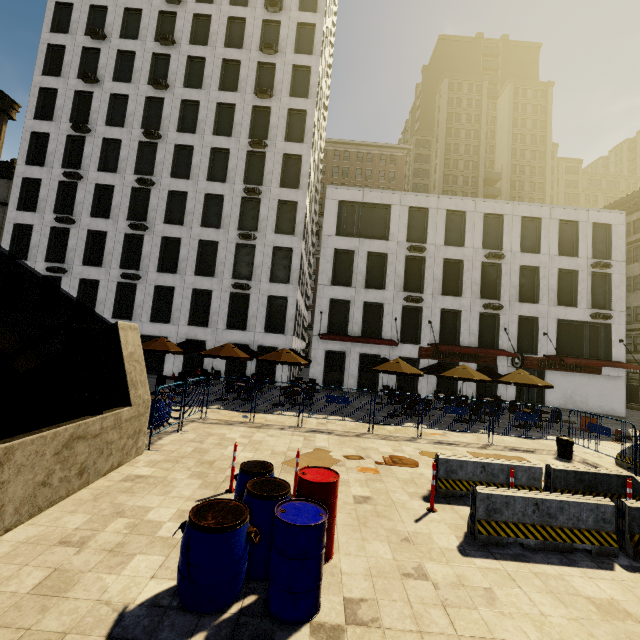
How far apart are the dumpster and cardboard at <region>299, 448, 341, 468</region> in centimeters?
831cm

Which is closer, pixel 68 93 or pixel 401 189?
pixel 68 93

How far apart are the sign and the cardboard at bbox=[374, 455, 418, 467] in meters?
15.4 m

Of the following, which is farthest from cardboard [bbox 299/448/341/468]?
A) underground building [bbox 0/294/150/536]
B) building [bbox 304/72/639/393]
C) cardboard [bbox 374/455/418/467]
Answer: building [bbox 304/72/639/393]

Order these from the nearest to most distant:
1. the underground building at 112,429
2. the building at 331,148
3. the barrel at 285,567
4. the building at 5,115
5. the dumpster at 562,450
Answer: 1. the barrel at 285,567
2. the underground building at 112,429
3. the dumpster at 562,450
4. the building at 331,148
5. the building at 5,115

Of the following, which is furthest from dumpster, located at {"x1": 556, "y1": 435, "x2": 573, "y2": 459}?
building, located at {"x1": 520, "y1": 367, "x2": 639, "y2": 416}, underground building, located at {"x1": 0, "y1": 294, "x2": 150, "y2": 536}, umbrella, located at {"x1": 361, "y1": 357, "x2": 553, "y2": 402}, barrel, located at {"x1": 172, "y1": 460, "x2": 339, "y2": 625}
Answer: building, located at {"x1": 520, "y1": 367, "x2": 639, "y2": 416}

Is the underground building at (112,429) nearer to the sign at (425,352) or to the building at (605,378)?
the building at (605,378)

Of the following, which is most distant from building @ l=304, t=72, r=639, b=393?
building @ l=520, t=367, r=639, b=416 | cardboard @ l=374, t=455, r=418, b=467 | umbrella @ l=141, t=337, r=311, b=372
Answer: umbrella @ l=141, t=337, r=311, b=372
